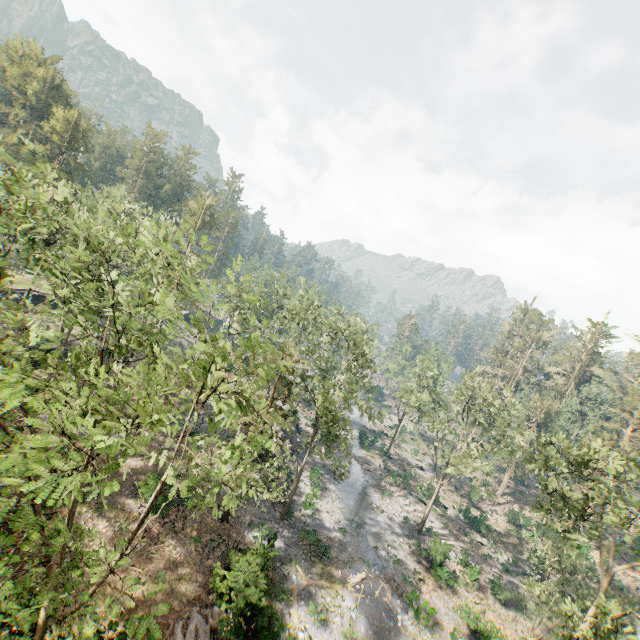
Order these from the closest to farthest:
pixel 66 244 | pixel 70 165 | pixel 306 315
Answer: pixel 66 244 → pixel 306 315 → pixel 70 165

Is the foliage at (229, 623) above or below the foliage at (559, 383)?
below

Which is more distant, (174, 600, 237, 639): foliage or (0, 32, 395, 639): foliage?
(174, 600, 237, 639): foliage

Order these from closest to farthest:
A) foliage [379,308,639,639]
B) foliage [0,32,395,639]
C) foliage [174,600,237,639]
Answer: foliage [0,32,395,639]
foliage [174,600,237,639]
foliage [379,308,639,639]

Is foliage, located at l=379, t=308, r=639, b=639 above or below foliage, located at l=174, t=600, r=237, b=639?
above

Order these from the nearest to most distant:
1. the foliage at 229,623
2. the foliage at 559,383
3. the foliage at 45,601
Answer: the foliage at 45,601, the foliage at 229,623, the foliage at 559,383
